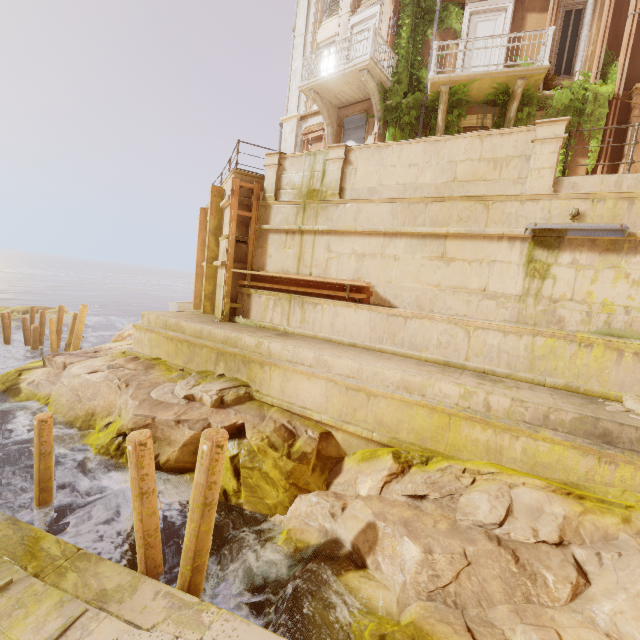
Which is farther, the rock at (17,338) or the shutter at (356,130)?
the rock at (17,338)

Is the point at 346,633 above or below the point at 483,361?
below

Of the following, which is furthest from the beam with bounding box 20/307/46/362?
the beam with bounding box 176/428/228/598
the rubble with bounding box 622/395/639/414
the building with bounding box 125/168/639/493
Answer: the rubble with bounding box 622/395/639/414

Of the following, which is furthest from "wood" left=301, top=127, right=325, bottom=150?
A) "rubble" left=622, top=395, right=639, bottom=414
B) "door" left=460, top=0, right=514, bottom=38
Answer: "rubble" left=622, top=395, right=639, bottom=414

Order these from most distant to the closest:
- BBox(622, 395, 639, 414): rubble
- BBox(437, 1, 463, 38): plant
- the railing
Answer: BBox(437, 1, 463, 38): plant < the railing < BBox(622, 395, 639, 414): rubble

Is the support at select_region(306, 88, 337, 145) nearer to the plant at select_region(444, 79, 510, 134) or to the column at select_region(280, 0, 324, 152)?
the column at select_region(280, 0, 324, 152)

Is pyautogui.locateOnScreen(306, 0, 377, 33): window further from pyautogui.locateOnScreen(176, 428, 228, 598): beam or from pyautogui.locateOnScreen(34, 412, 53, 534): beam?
pyautogui.locateOnScreen(34, 412, 53, 534): beam

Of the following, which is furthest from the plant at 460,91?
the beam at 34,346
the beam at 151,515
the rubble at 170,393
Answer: the beam at 34,346
